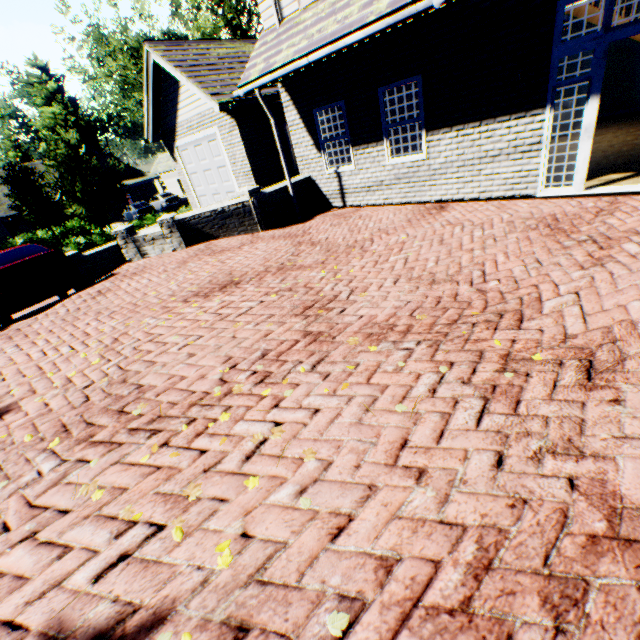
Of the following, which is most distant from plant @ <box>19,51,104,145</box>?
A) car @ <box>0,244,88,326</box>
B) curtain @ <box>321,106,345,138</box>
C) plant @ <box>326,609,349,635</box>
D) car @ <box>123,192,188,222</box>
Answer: plant @ <box>326,609,349,635</box>

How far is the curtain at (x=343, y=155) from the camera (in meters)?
8.81

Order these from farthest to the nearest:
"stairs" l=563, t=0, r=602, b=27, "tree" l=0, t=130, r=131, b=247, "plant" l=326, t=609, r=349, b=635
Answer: "tree" l=0, t=130, r=131, b=247 → "stairs" l=563, t=0, r=602, b=27 → "plant" l=326, t=609, r=349, b=635

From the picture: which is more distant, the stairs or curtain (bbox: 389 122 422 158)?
the stairs

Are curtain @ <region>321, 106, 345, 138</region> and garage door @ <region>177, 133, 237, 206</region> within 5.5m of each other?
yes

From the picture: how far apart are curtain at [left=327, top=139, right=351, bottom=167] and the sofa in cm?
661

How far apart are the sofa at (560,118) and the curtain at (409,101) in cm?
572

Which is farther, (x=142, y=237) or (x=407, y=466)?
(x=142, y=237)
